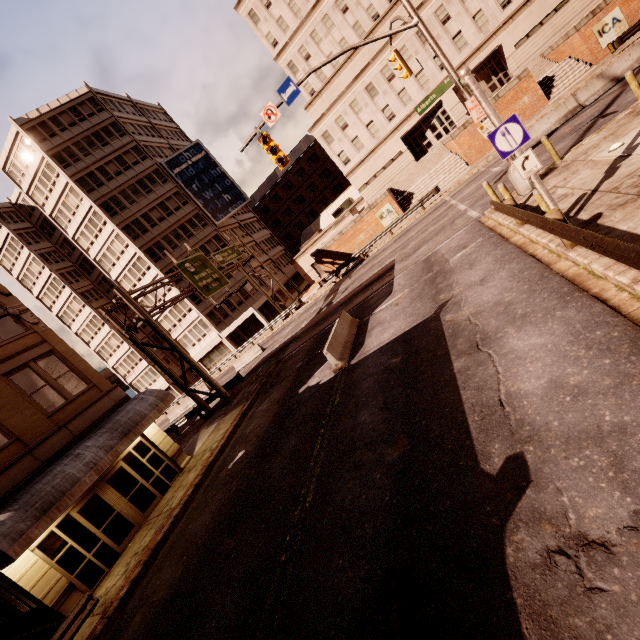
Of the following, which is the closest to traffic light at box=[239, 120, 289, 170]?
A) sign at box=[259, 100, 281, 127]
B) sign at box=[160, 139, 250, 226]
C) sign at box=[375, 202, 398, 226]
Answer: sign at box=[259, 100, 281, 127]

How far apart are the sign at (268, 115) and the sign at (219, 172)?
33.6 meters

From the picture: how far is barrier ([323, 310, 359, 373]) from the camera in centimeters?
1212cm

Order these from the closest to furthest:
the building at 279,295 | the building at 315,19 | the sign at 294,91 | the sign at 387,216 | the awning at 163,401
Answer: the awning at 163,401 < the sign at 294,91 < the sign at 387,216 < the building at 315,19 < the building at 279,295

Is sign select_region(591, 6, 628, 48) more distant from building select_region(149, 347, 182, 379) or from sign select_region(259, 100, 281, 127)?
building select_region(149, 347, 182, 379)

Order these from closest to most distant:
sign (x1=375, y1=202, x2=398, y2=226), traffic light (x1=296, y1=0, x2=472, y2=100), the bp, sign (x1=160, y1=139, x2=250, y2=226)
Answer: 1. traffic light (x1=296, y1=0, x2=472, y2=100)
2. the bp
3. sign (x1=375, y1=202, x2=398, y2=226)
4. sign (x1=160, y1=139, x2=250, y2=226)

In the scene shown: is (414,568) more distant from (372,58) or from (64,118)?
(64,118)

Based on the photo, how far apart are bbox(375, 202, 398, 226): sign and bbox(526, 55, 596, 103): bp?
14.4m
